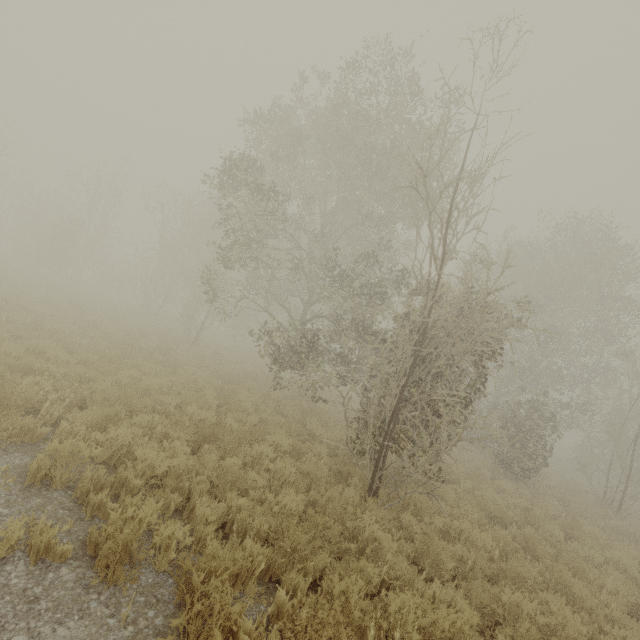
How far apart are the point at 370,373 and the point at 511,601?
4.8 meters
